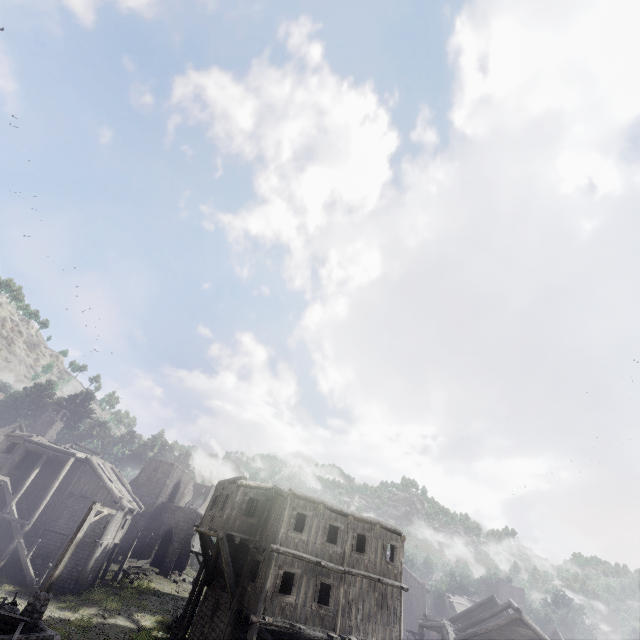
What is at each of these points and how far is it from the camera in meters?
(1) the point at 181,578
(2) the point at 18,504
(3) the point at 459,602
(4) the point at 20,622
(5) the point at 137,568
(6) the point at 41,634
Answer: (1) rubble, 36.8 m
(2) building, 28.2 m
(3) wooden plank rubble, 45.5 m
(4) broken furniture, 12.8 m
(5) cart, 32.6 m
(6) building base, 13.2 m

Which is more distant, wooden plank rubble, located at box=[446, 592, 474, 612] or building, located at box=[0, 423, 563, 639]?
wooden plank rubble, located at box=[446, 592, 474, 612]

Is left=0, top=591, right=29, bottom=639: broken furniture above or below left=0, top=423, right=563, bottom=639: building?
below

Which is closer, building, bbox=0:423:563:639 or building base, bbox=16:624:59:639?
building base, bbox=16:624:59:639

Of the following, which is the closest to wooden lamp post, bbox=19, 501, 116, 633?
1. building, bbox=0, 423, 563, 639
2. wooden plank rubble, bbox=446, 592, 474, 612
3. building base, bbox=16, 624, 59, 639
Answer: building base, bbox=16, 624, 59, 639

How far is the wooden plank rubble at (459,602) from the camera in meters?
44.4

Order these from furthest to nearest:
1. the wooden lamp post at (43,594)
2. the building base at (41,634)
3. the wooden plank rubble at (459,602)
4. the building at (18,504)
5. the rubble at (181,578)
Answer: the wooden plank rubble at (459,602)
the rubble at (181,578)
the building at (18,504)
the wooden lamp post at (43,594)
the building base at (41,634)

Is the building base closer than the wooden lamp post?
Yes
